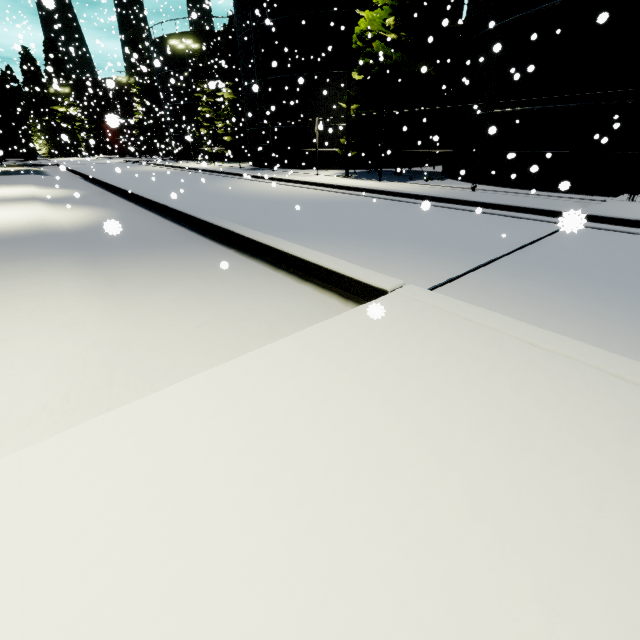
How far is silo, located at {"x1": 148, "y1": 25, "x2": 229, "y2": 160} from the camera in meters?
33.5 m

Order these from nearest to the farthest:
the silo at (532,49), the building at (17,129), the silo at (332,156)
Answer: the silo at (532,49), the silo at (332,156), the building at (17,129)

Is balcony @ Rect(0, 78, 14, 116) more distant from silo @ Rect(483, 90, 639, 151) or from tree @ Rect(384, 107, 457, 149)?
tree @ Rect(384, 107, 457, 149)

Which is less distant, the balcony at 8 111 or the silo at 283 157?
the balcony at 8 111

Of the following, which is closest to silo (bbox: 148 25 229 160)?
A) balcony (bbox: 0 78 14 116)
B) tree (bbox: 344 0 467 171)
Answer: tree (bbox: 344 0 467 171)

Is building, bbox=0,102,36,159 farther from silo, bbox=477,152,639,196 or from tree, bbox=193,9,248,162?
tree, bbox=193,9,248,162

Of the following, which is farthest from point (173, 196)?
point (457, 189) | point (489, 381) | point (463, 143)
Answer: point (463, 143)
